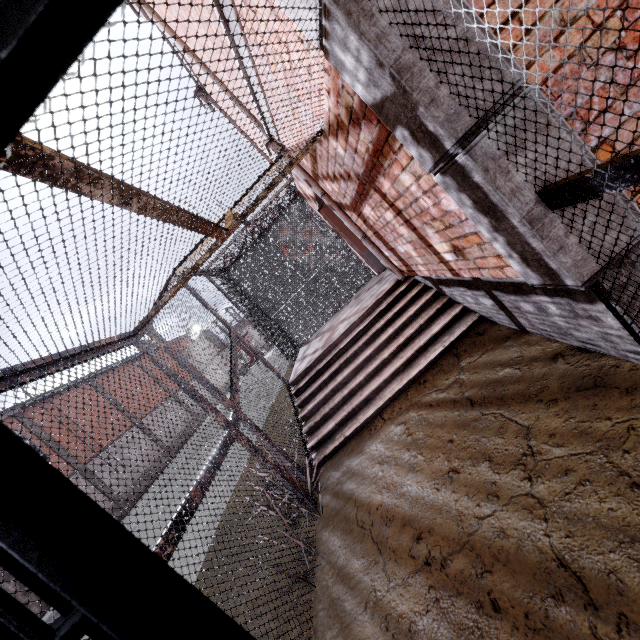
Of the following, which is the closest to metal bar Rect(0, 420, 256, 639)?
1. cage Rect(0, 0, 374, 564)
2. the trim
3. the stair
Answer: cage Rect(0, 0, 374, 564)

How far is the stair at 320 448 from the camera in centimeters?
433cm

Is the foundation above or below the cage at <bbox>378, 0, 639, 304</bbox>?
below

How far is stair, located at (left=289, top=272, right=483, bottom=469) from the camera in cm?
433

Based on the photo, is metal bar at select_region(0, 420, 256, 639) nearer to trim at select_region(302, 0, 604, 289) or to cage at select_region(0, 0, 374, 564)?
cage at select_region(0, 0, 374, 564)

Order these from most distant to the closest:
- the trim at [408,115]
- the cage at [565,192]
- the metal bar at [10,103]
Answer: the trim at [408,115]
the cage at [565,192]
the metal bar at [10,103]

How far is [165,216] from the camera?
2.0m

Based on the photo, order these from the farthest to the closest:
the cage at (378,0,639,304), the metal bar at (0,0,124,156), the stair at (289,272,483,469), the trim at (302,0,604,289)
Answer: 1. the stair at (289,272,483,469)
2. the trim at (302,0,604,289)
3. the cage at (378,0,639,304)
4. the metal bar at (0,0,124,156)
